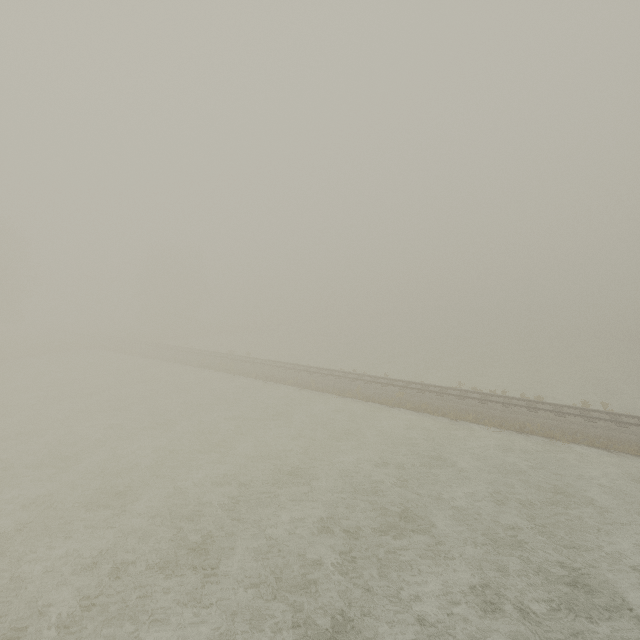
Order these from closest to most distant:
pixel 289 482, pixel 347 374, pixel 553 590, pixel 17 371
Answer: pixel 553 590, pixel 289 482, pixel 347 374, pixel 17 371
